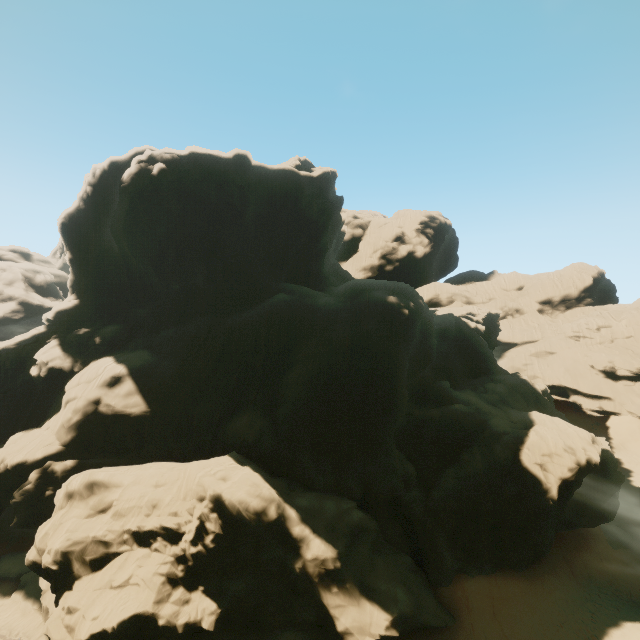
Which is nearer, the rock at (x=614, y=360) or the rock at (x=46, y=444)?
the rock at (x=46, y=444)

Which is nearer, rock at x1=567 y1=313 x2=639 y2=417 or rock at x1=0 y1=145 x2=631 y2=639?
rock at x1=0 y1=145 x2=631 y2=639

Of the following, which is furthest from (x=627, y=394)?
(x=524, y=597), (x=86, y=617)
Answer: (x=86, y=617)
